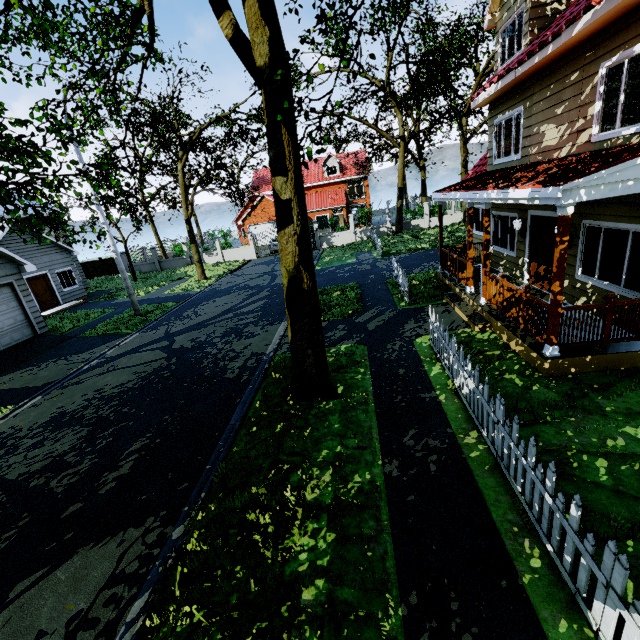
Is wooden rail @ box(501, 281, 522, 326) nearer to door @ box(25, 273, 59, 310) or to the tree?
the tree

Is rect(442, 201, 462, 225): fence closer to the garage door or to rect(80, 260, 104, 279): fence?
rect(80, 260, 104, 279): fence

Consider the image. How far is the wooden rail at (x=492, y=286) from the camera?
8.2m

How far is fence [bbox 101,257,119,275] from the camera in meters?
32.1

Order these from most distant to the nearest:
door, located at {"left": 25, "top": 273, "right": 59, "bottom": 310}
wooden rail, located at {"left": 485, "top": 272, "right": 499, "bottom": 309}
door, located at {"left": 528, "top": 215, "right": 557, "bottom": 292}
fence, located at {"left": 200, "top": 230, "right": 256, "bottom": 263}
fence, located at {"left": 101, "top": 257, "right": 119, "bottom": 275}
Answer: fence, located at {"left": 101, "top": 257, "right": 119, "bottom": 275} → fence, located at {"left": 200, "top": 230, "right": 256, "bottom": 263} → door, located at {"left": 25, "top": 273, "right": 59, "bottom": 310} → door, located at {"left": 528, "top": 215, "right": 557, "bottom": 292} → wooden rail, located at {"left": 485, "top": 272, "right": 499, "bottom": 309}

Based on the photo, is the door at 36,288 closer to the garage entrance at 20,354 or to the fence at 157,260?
the garage entrance at 20,354

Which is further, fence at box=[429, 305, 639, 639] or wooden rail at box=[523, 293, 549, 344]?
wooden rail at box=[523, 293, 549, 344]

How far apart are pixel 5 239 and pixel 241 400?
20.2m
